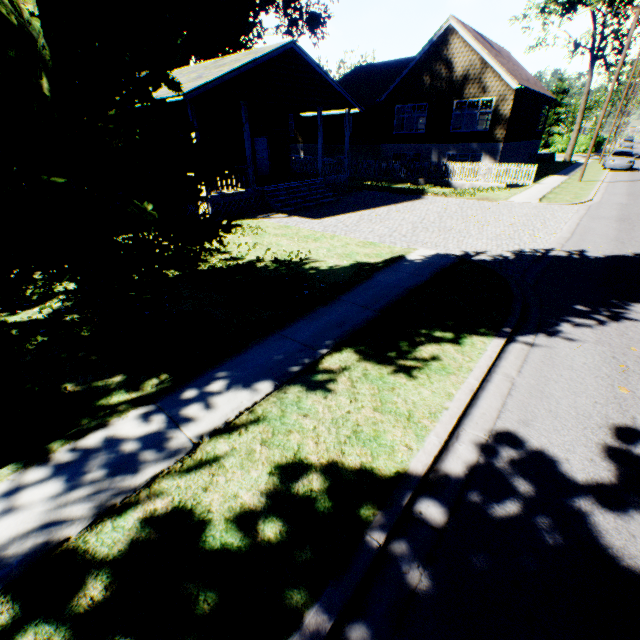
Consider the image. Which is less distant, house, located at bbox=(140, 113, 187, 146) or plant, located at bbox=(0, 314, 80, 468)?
plant, located at bbox=(0, 314, 80, 468)

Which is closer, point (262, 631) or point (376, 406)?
point (262, 631)

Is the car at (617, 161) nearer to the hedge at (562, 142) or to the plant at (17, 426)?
the hedge at (562, 142)

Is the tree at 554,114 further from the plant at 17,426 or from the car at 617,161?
the car at 617,161

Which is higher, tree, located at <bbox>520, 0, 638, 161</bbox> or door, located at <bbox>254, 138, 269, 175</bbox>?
tree, located at <bbox>520, 0, 638, 161</bbox>

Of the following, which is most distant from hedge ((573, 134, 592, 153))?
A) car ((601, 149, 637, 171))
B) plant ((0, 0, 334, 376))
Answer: plant ((0, 0, 334, 376))

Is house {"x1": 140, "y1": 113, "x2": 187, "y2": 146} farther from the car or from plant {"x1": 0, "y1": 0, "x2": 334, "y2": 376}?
the car

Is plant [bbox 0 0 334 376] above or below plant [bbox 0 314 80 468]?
above
